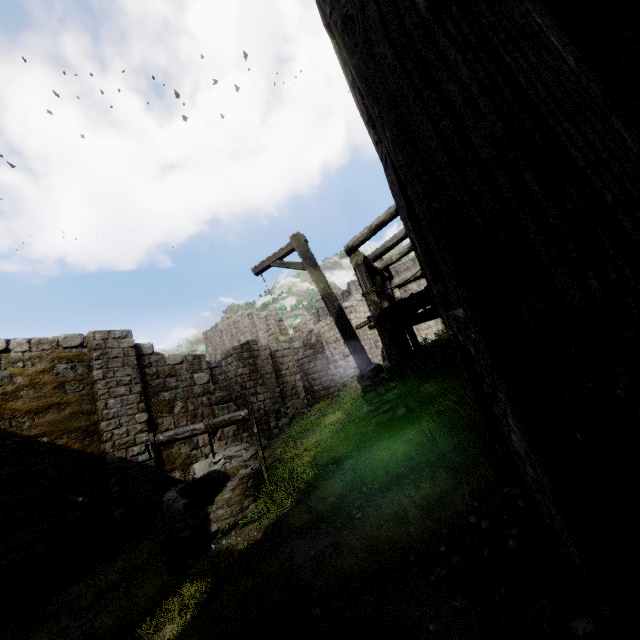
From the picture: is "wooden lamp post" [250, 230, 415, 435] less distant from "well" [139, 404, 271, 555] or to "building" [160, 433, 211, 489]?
"building" [160, 433, 211, 489]

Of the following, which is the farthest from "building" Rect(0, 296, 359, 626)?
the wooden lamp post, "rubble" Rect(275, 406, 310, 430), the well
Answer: the well

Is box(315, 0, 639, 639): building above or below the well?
above

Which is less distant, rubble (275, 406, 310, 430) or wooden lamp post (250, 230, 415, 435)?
wooden lamp post (250, 230, 415, 435)

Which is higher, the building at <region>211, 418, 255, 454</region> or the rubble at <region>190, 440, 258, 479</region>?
the building at <region>211, 418, 255, 454</region>

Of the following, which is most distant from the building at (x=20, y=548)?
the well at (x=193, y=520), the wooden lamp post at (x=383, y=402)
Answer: the well at (x=193, y=520)

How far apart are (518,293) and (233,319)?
33.0 meters

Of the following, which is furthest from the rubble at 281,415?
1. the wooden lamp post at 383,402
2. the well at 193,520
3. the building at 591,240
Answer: the wooden lamp post at 383,402
